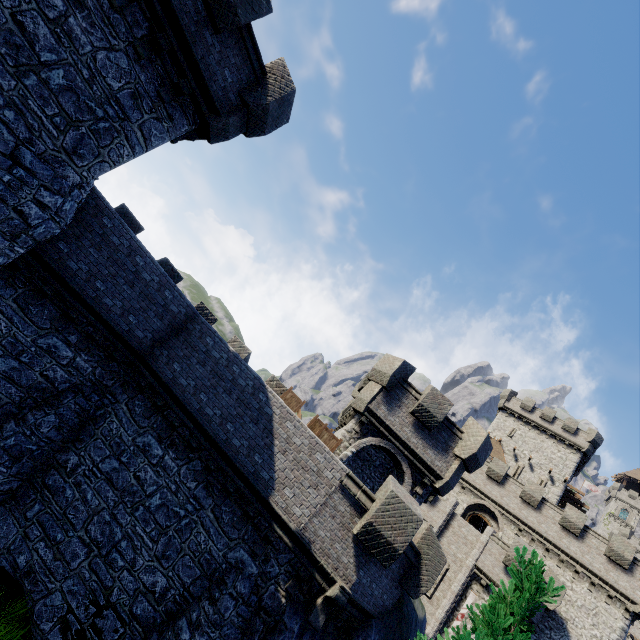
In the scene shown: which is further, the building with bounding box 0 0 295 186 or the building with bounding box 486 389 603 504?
the building with bounding box 486 389 603 504

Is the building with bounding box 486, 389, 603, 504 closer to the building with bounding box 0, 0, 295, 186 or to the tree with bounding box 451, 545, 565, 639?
the tree with bounding box 451, 545, 565, 639

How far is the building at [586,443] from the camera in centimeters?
3909cm

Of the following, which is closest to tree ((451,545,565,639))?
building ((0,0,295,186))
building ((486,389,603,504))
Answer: building ((0,0,295,186))

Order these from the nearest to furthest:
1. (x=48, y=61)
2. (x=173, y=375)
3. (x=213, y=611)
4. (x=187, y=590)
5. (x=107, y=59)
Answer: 1. (x=48, y=61)
2. (x=107, y=59)
3. (x=213, y=611)
4. (x=187, y=590)
5. (x=173, y=375)

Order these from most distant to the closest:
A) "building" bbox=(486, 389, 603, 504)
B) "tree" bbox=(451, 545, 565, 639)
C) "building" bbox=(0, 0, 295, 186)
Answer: "building" bbox=(486, 389, 603, 504) → "building" bbox=(0, 0, 295, 186) → "tree" bbox=(451, 545, 565, 639)

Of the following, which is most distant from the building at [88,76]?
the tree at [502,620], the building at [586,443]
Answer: the building at [586,443]

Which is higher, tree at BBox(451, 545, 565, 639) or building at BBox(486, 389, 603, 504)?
building at BBox(486, 389, 603, 504)
